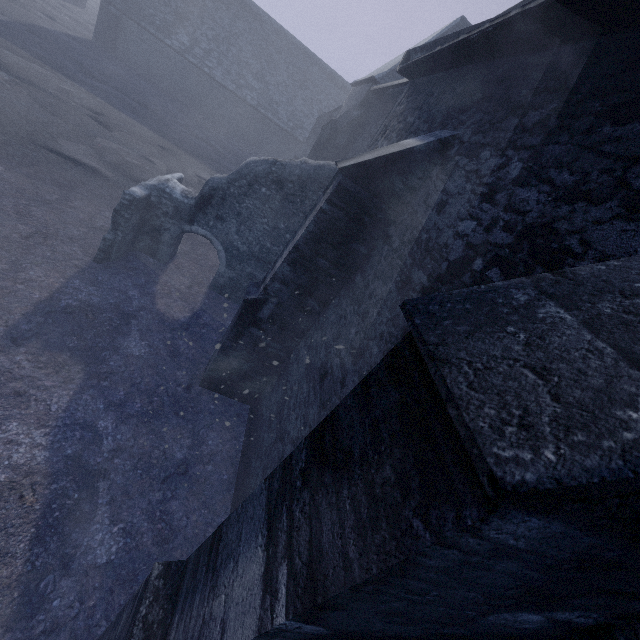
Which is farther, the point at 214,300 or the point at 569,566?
the point at 214,300
